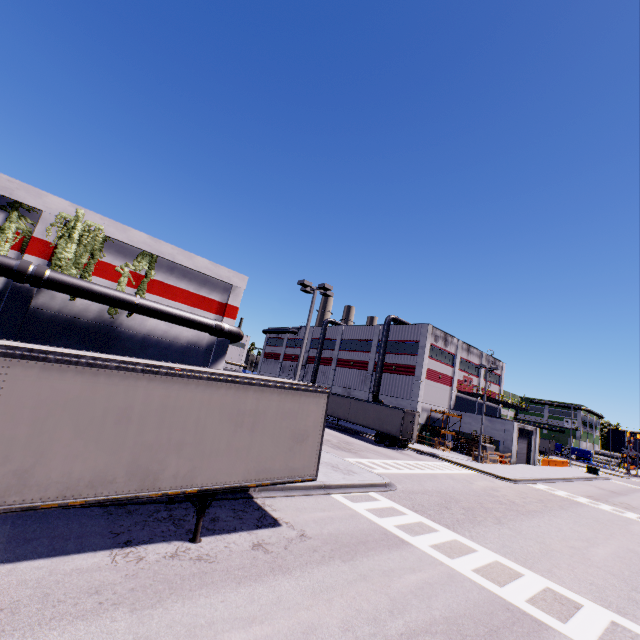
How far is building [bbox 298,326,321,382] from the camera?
57.4 meters

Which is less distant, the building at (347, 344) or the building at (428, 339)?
the building at (428, 339)

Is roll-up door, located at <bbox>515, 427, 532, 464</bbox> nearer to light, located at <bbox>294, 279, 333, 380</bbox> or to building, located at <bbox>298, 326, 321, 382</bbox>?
building, located at <bbox>298, 326, 321, 382</bbox>

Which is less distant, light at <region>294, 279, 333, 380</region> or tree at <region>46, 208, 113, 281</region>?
tree at <region>46, 208, 113, 281</region>

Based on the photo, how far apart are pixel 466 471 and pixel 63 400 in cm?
2954

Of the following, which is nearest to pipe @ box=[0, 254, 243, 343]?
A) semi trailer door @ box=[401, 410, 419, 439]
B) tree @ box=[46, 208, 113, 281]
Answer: tree @ box=[46, 208, 113, 281]

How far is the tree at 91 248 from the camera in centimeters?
1709cm

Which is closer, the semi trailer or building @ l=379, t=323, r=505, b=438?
the semi trailer
